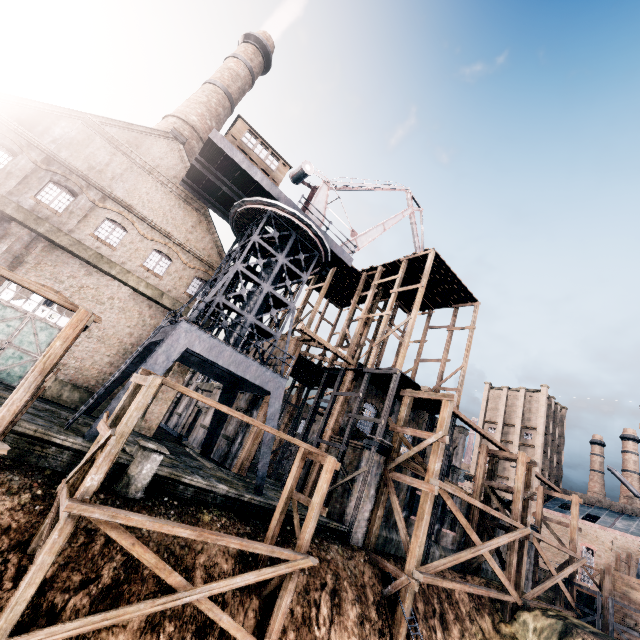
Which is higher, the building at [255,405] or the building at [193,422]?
the building at [255,405]

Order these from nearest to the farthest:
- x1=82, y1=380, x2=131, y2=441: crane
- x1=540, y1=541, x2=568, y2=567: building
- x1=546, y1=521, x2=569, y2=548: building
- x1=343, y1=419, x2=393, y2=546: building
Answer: x1=82, y1=380, x2=131, y2=441: crane
x1=343, y1=419, x2=393, y2=546: building
x1=540, y1=541, x2=568, y2=567: building
x1=546, y1=521, x2=569, y2=548: building

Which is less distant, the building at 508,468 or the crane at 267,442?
the crane at 267,442

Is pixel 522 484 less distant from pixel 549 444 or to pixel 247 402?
pixel 247 402

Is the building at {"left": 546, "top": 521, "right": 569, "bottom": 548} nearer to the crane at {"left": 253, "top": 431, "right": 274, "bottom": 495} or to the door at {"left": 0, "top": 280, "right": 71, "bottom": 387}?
the crane at {"left": 253, "top": 431, "right": 274, "bottom": 495}

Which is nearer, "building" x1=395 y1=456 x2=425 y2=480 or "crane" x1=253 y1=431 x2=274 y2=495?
"crane" x1=253 y1=431 x2=274 y2=495

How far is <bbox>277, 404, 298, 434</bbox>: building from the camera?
40.6 meters

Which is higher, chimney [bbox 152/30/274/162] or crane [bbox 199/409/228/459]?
chimney [bbox 152/30/274/162]
